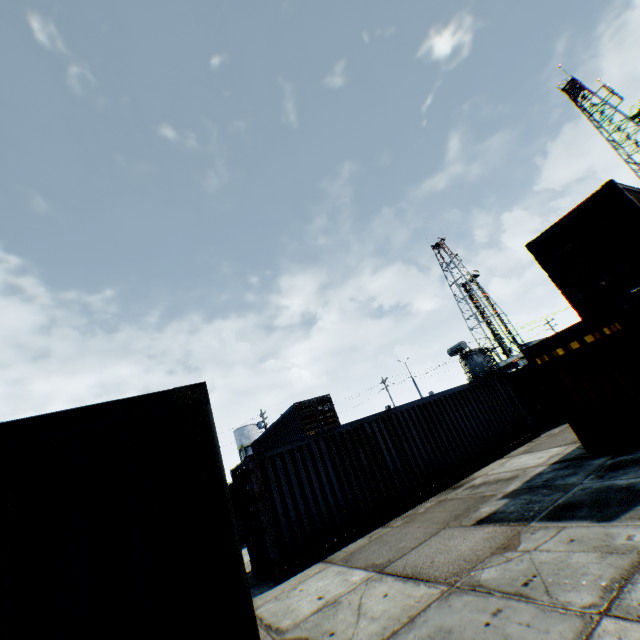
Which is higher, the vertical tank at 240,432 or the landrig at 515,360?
the vertical tank at 240,432

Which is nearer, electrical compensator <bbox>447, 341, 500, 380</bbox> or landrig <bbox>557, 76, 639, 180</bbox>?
electrical compensator <bbox>447, 341, 500, 380</bbox>

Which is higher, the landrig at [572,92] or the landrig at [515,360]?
the landrig at [572,92]

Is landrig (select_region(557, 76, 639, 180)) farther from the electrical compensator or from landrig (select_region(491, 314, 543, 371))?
the electrical compensator

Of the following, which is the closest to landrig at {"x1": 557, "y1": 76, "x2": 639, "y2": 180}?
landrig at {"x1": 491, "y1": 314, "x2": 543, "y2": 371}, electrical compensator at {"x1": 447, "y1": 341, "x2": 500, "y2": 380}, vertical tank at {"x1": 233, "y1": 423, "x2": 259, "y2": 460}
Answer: landrig at {"x1": 491, "y1": 314, "x2": 543, "y2": 371}

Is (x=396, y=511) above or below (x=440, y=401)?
below

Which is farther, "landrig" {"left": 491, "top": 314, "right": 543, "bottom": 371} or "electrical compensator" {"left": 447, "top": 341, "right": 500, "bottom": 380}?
"landrig" {"left": 491, "top": 314, "right": 543, "bottom": 371}

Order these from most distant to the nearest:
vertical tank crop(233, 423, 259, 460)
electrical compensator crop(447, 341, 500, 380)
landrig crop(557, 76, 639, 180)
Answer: vertical tank crop(233, 423, 259, 460) → landrig crop(557, 76, 639, 180) → electrical compensator crop(447, 341, 500, 380)
